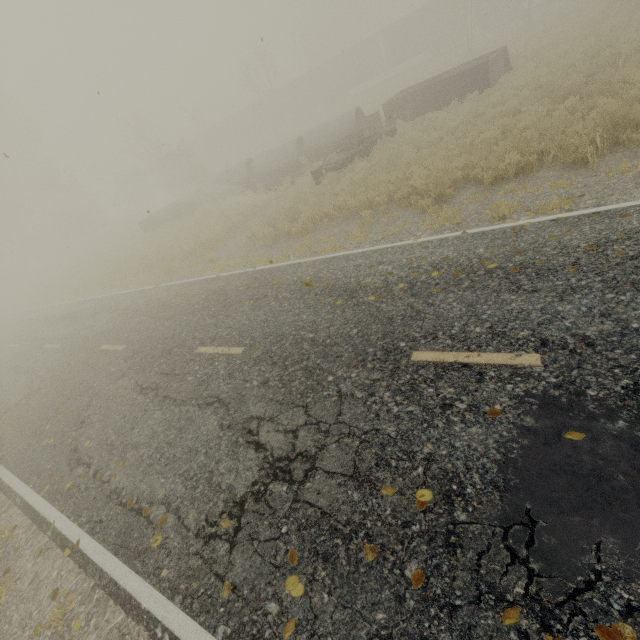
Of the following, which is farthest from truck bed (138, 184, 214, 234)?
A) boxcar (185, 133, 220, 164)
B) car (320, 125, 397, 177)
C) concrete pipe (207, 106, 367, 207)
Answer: boxcar (185, 133, 220, 164)

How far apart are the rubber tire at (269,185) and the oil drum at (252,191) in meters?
0.4

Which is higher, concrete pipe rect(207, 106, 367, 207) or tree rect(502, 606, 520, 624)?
concrete pipe rect(207, 106, 367, 207)

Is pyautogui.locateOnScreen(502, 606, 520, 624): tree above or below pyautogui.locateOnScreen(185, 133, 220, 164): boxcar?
below

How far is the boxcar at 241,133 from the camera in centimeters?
4569cm

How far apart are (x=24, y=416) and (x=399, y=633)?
10.6m

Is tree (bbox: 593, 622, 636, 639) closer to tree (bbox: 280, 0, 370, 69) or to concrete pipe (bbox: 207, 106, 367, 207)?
concrete pipe (bbox: 207, 106, 367, 207)

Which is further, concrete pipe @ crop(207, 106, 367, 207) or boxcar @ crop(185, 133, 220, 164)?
boxcar @ crop(185, 133, 220, 164)
